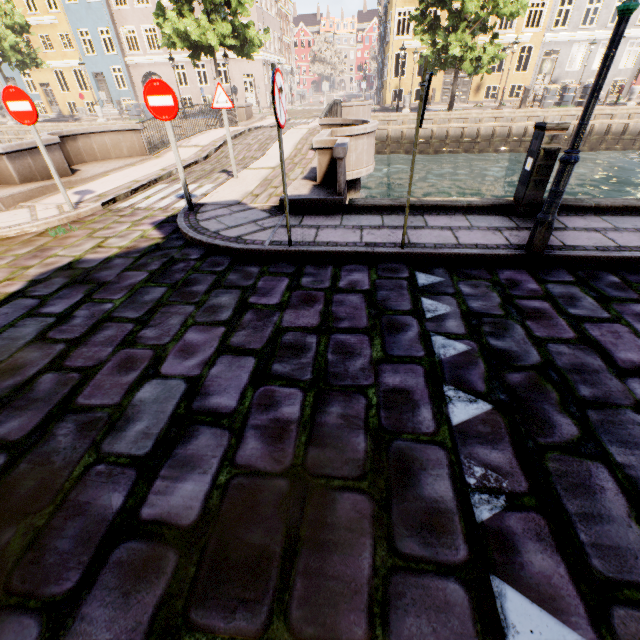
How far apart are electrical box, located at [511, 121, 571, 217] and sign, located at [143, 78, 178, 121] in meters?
5.3

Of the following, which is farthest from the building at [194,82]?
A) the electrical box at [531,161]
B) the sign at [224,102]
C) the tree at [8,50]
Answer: the sign at [224,102]

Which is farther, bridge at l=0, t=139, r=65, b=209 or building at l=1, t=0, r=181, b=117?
building at l=1, t=0, r=181, b=117

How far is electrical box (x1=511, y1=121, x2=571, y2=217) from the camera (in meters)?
4.37

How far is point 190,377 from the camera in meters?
2.6 m

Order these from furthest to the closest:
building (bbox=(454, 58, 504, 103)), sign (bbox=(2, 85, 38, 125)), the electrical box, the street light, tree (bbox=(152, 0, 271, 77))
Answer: building (bbox=(454, 58, 504, 103)) < tree (bbox=(152, 0, 271, 77)) < sign (bbox=(2, 85, 38, 125)) < the electrical box < the street light

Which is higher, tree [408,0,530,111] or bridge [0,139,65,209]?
tree [408,0,530,111]

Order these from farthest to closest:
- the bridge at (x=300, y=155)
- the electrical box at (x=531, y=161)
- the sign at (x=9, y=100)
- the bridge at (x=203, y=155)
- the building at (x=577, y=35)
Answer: the building at (x=577, y=35) → the bridge at (x=203, y=155) → the bridge at (x=300, y=155) → the sign at (x=9, y=100) → the electrical box at (x=531, y=161)
